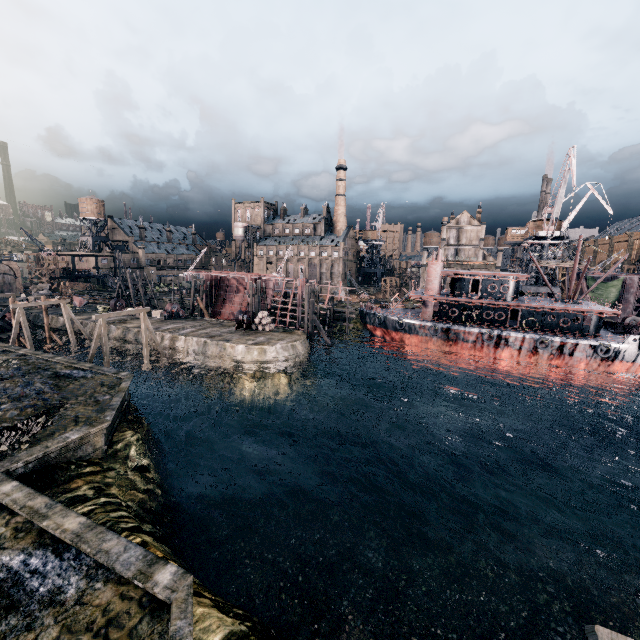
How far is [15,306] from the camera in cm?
3675

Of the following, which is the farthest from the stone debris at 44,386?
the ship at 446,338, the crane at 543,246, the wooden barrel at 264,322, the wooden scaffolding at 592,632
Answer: the crane at 543,246

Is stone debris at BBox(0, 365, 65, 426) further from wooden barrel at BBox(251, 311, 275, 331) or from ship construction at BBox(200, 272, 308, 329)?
ship construction at BBox(200, 272, 308, 329)

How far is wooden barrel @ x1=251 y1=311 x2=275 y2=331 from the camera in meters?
43.3 m

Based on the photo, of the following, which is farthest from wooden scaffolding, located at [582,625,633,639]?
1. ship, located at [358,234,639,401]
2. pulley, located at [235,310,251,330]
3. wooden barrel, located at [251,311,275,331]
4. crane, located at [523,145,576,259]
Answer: crane, located at [523,145,576,259]

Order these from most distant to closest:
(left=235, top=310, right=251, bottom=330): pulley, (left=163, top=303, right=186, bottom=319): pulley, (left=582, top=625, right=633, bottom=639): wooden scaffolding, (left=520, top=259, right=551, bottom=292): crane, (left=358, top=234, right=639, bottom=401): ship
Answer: (left=520, top=259, right=551, bottom=292): crane → (left=163, top=303, right=186, bottom=319): pulley → (left=235, top=310, right=251, bottom=330): pulley → (left=358, top=234, right=639, bottom=401): ship → (left=582, top=625, right=633, bottom=639): wooden scaffolding

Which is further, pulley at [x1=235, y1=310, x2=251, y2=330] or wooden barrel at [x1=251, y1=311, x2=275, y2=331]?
pulley at [x1=235, y1=310, x2=251, y2=330]

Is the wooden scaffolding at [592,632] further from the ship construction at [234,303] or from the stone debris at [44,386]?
the ship construction at [234,303]
